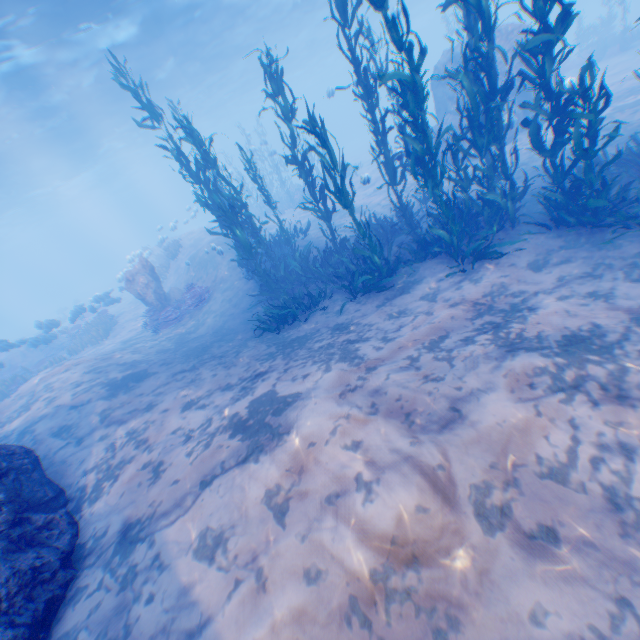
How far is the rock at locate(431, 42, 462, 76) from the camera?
15.1m

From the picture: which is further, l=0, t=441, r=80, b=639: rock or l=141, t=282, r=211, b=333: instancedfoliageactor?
l=141, t=282, r=211, b=333: instancedfoliageactor

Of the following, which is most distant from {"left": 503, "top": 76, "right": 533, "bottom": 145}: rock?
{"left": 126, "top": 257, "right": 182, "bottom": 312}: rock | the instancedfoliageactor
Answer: {"left": 126, "top": 257, "right": 182, "bottom": 312}: rock

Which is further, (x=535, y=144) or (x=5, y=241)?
(x=5, y=241)

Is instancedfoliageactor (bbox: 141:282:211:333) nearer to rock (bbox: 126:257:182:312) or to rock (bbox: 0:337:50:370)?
rock (bbox: 126:257:182:312)

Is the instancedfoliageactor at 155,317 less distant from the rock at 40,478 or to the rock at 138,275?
the rock at 138,275

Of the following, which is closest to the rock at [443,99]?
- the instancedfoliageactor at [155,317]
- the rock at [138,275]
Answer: the instancedfoliageactor at [155,317]
